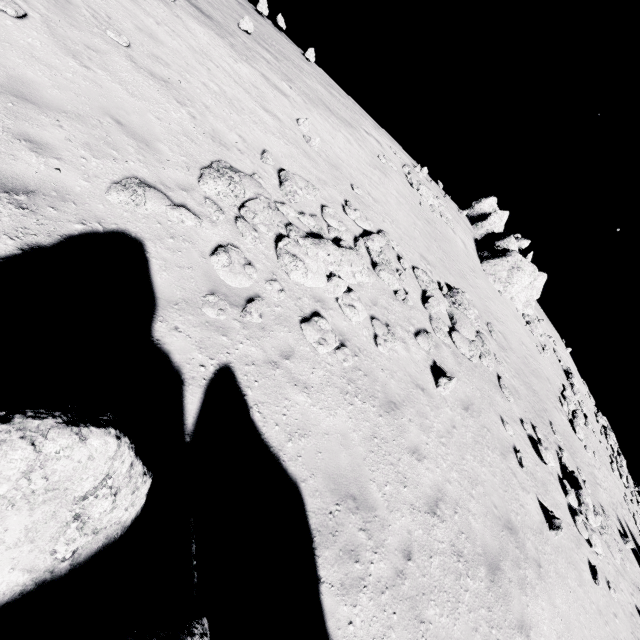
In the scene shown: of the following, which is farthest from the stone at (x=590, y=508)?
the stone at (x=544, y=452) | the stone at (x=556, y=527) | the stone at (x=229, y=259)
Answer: the stone at (x=229, y=259)

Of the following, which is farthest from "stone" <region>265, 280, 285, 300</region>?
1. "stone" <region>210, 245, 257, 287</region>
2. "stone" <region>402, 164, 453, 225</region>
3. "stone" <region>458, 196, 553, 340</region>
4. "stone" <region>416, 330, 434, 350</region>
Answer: "stone" <region>458, 196, 553, 340</region>

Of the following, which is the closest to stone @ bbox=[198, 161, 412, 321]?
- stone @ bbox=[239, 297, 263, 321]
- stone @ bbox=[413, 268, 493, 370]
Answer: stone @ bbox=[239, 297, 263, 321]

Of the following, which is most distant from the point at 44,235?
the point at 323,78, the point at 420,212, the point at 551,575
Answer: the point at 323,78

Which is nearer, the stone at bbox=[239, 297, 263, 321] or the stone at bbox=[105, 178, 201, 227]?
the stone at bbox=[105, 178, 201, 227]

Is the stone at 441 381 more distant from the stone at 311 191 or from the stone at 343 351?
the stone at 343 351

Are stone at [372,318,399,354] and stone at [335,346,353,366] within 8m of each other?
yes

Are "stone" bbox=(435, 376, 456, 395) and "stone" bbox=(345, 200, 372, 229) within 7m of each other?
yes
